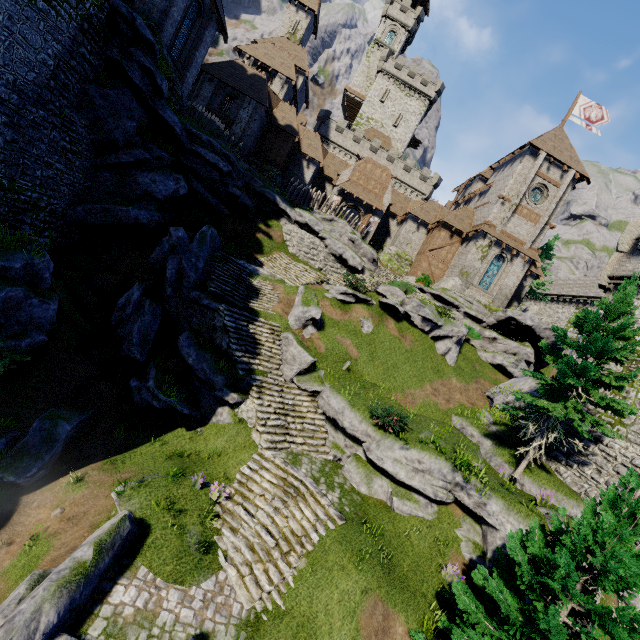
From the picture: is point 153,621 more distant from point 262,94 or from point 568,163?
point 568,163

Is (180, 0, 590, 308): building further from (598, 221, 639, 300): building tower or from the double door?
(598, 221, 639, 300): building tower

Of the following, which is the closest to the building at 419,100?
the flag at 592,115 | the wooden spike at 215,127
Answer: the flag at 592,115

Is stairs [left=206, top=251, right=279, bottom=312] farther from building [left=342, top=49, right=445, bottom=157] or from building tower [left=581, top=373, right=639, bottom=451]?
building [left=342, top=49, right=445, bottom=157]

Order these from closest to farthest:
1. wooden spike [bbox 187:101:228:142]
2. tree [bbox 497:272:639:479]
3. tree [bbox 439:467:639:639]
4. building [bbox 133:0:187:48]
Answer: tree [bbox 439:467:639:639], tree [bbox 497:272:639:479], building [bbox 133:0:187:48], wooden spike [bbox 187:101:228:142]

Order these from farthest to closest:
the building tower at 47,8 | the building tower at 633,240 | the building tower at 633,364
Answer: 1. the building tower at 633,240
2. the building tower at 633,364
3. the building tower at 47,8

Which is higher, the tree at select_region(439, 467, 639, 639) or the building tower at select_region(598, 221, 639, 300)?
the building tower at select_region(598, 221, 639, 300)

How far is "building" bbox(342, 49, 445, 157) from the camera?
53.0 meters
